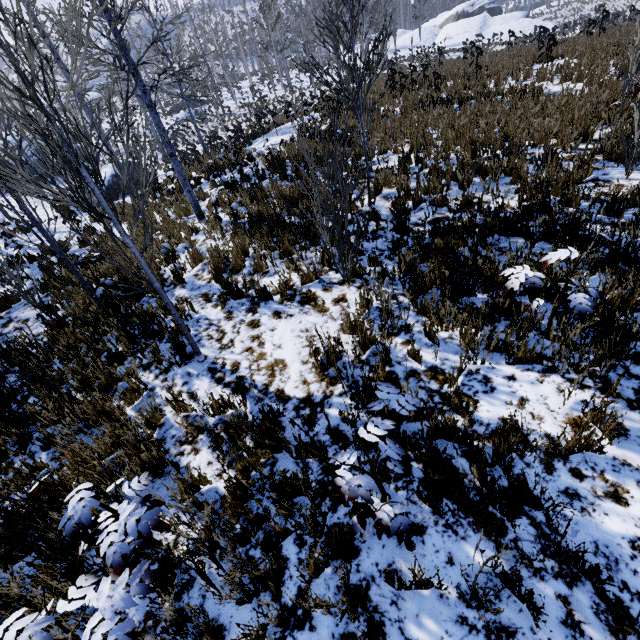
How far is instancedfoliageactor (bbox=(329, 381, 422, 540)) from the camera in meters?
1.6 m

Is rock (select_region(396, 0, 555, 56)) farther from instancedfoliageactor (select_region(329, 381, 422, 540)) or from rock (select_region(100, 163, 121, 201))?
instancedfoliageactor (select_region(329, 381, 422, 540))

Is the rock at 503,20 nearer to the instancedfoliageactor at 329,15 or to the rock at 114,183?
the rock at 114,183

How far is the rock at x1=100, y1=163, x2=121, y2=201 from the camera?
18.3m

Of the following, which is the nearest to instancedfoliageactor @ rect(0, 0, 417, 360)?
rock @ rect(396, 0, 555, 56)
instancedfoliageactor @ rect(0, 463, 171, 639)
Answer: instancedfoliageactor @ rect(0, 463, 171, 639)

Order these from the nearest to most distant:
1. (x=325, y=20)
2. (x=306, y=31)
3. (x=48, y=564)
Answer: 1. (x=48, y=564)
2. (x=325, y=20)
3. (x=306, y=31)

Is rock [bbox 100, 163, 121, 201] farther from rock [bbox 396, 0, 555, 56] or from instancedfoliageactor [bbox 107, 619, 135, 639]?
rock [bbox 396, 0, 555, 56]

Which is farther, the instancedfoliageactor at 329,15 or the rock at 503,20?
Answer: the rock at 503,20
